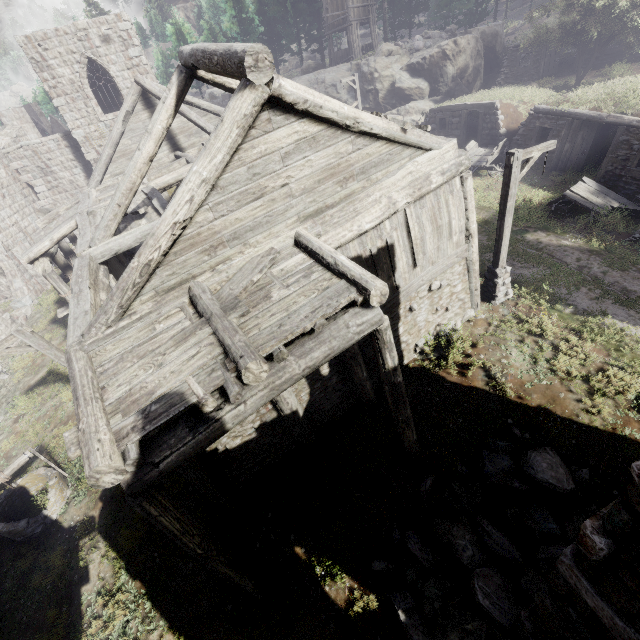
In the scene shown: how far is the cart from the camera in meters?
A: 17.8

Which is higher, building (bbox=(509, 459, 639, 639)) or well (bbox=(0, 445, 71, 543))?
building (bbox=(509, 459, 639, 639))

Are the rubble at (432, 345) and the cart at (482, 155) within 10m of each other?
no

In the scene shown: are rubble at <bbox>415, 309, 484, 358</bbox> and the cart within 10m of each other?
no

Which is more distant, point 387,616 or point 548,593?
point 387,616

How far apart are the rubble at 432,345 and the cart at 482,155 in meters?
11.2 m

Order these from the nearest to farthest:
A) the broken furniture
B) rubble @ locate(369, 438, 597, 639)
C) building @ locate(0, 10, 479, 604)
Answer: building @ locate(0, 10, 479, 604)
rubble @ locate(369, 438, 597, 639)
the broken furniture

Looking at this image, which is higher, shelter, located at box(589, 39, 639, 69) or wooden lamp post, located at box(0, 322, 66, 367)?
shelter, located at box(589, 39, 639, 69)
